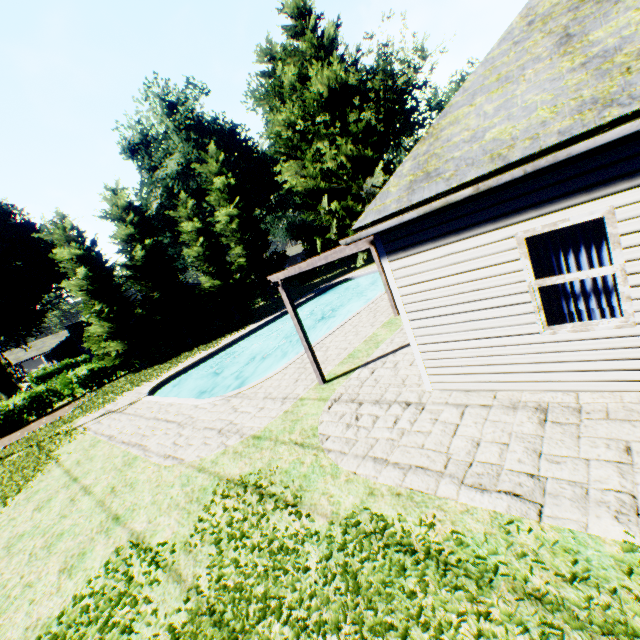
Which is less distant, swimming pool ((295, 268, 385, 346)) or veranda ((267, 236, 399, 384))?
veranda ((267, 236, 399, 384))

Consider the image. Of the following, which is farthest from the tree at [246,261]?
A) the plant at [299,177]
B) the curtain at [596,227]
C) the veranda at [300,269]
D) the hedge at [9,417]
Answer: the curtain at [596,227]

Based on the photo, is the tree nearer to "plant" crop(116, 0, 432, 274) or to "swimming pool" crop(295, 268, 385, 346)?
"plant" crop(116, 0, 432, 274)

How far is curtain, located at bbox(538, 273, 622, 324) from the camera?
4.39m

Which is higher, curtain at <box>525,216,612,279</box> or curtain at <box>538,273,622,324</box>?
curtain at <box>525,216,612,279</box>

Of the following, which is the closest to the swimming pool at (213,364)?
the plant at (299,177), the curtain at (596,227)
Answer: the plant at (299,177)

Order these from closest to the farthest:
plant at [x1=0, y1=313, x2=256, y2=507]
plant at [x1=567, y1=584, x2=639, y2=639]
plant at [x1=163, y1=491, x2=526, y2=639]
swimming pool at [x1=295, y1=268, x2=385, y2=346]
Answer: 1. plant at [x1=567, y1=584, x2=639, y2=639]
2. plant at [x1=163, y1=491, x2=526, y2=639]
3. plant at [x1=0, y1=313, x2=256, y2=507]
4. swimming pool at [x1=295, y1=268, x2=385, y2=346]

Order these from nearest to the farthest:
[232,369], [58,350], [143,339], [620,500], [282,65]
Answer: [620,500] < [232,369] < [143,339] < [282,65] < [58,350]
